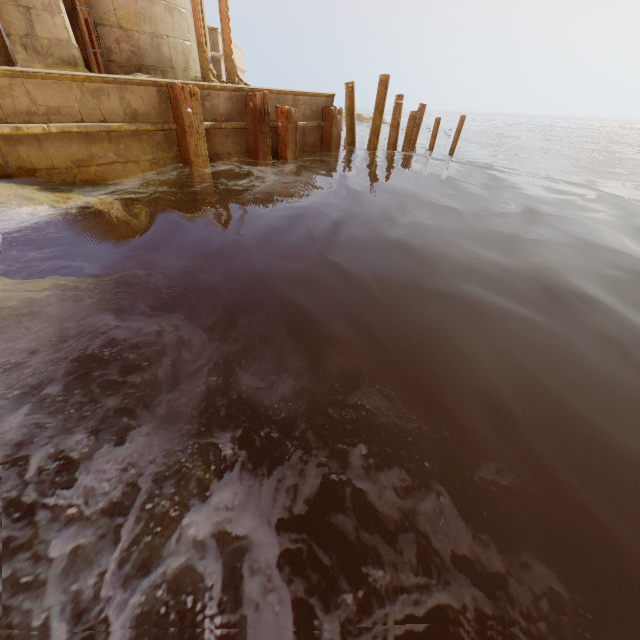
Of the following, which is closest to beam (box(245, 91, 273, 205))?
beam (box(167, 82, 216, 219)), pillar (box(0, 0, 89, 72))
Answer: beam (box(167, 82, 216, 219))

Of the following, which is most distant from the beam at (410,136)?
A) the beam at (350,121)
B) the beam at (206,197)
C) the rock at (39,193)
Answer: the rock at (39,193)

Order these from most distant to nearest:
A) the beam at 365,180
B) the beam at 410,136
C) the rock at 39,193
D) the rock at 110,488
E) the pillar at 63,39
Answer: the beam at 410,136
the beam at 365,180
the pillar at 63,39
the rock at 39,193
the rock at 110,488

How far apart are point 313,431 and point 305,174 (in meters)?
8.49

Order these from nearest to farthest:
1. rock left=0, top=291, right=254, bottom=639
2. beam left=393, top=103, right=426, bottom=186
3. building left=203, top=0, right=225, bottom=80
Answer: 1. rock left=0, top=291, right=254, bottom=639
2. beam left=393, top=103, right=426, bottom=186
3. building left=203, top=0, right=225, bottom=80

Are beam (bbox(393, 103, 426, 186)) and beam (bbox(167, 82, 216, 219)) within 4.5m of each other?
no

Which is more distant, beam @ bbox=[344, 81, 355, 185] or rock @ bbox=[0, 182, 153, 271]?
beam @ bbox=[344, 81, 355, 185]

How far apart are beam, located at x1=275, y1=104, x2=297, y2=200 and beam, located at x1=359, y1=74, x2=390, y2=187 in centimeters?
264cm
